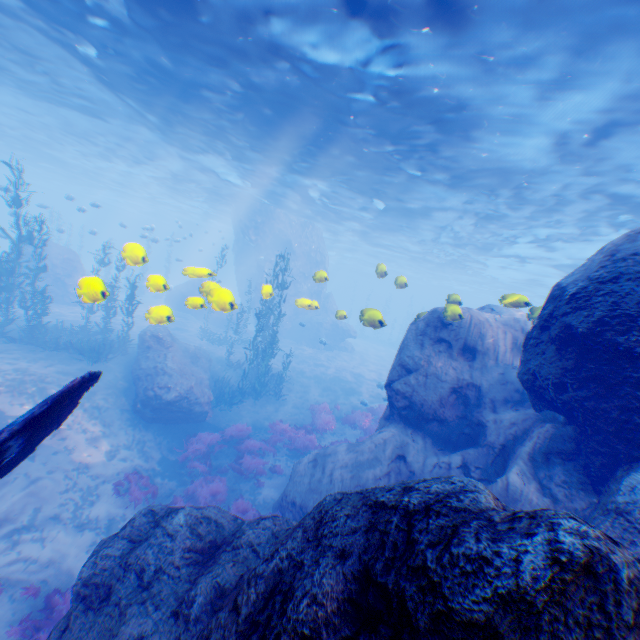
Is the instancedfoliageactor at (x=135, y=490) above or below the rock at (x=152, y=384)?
below

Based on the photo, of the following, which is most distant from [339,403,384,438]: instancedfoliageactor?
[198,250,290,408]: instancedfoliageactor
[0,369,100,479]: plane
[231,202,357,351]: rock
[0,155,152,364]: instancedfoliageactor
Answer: [0,155,152,364]: instancedfoliageactor

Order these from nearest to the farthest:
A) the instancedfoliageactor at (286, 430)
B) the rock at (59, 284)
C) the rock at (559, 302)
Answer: the rock at (559, 302), the rock at (59, 284), the instancedfoliageactor at (286, 430)

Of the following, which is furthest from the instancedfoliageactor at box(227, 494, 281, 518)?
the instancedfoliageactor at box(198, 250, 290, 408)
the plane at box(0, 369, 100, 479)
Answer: the plane at box(0, 369, 100, 479)

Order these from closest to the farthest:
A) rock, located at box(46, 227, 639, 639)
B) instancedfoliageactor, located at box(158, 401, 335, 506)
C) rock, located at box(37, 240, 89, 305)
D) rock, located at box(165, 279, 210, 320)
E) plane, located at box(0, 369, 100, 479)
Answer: rock, located at box(46, 227, 639, 639) < plane, located at box(0, 369, 100, 479) < rock, located at box(37, 240, 89, 305) < rock, located at box(165, 279, 210, 320) < instancedfoliageactor, located at box(158, 401, 335, 506)

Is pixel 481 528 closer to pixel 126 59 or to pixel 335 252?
pixel 126 59

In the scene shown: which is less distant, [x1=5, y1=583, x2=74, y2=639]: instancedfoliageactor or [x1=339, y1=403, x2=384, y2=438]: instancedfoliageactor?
[x1=5, y1=583, x2=74, y2=639]: instancedfoliageactor

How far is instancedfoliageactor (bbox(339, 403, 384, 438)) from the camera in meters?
16.1 m
